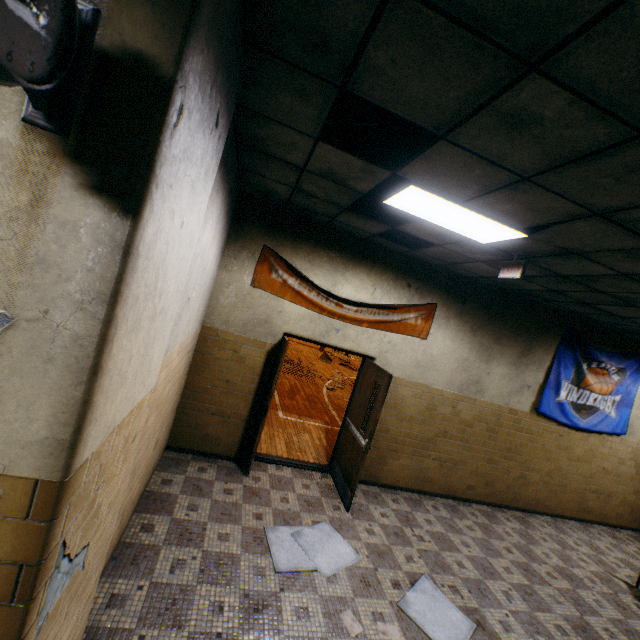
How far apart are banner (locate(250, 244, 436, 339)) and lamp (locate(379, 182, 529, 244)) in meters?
1.8

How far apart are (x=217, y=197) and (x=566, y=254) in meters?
3.4 m

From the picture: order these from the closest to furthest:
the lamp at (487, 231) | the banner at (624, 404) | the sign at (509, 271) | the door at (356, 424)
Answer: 1. the lamp at (487, 231)
2. the sign at (509, 271)
3. the door at (356, 424)
4. the banner at (624, 404)

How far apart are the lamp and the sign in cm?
34

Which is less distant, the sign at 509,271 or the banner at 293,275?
the sign at 509,271

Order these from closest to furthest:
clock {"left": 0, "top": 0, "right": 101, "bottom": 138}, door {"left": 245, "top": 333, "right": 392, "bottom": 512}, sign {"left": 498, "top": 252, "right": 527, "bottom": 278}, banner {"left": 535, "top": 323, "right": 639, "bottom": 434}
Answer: clock {"left": 0, "top": 0, "right": 101, "bottom": 138}, sign {"left": 498, "top": 252, "right": 527, "bottom": 278}, door {"left": 245, "top": 333, "right": 392, "bottom": 512}, banner {"left": 535, "top": 323, "right": 639, "bottom": 434}

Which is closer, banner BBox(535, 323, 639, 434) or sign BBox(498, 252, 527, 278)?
sign BBox(498, 252, 527, 278)

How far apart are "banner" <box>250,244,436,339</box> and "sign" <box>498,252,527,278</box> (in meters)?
1.75
